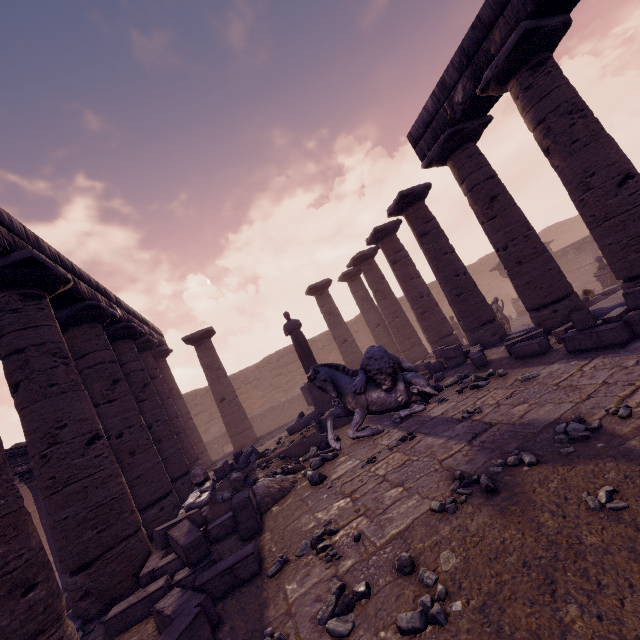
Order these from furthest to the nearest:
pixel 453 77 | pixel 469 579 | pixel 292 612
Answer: pixel 453 77 < pixel 292 612 < pixel 469 579

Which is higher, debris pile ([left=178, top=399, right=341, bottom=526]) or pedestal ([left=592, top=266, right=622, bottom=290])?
debris pile ([left=178, top=399, right=341, bottom=526])

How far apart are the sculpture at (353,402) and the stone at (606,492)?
3.9m

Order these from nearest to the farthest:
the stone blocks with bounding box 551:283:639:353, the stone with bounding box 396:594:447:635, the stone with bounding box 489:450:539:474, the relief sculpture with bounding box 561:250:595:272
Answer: the stone with bounding box 396:594:447:635, the stone with bounding box 489:450:539:474, the stone blocks with bounding box 551:283:639:353, the relief sculpture with bounding box 561:250:595:272

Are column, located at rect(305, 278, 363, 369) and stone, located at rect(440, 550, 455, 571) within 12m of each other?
no

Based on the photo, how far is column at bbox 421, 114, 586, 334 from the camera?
7.5m

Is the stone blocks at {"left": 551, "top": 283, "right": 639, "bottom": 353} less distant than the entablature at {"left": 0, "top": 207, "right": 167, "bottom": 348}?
Yes

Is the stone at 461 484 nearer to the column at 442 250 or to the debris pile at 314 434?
the debris pile at 314 434
